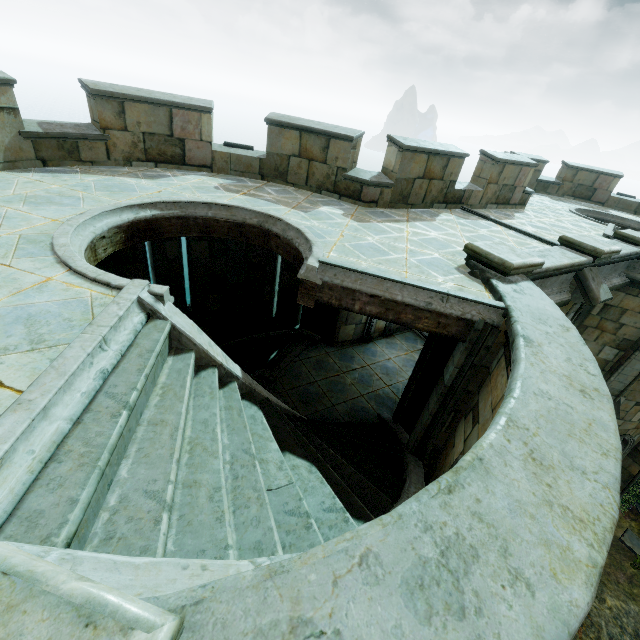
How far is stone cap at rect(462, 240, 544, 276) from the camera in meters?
5.0 m

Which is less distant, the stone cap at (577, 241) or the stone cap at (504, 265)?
the stone cap at (504, 265)

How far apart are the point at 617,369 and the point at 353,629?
12.8m

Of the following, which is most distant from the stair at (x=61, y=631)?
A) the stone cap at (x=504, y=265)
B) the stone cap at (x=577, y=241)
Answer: the stone cap at (x=577, y=241)

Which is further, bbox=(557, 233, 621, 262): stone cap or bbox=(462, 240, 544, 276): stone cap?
bbox=(557, 233, 621, 262): stone cap

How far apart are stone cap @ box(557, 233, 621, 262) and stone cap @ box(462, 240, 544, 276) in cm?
242

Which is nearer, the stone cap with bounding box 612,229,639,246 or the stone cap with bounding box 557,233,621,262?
the stone cap with bounding box 557,233,621,262

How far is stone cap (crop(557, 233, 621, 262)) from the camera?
6.72m
